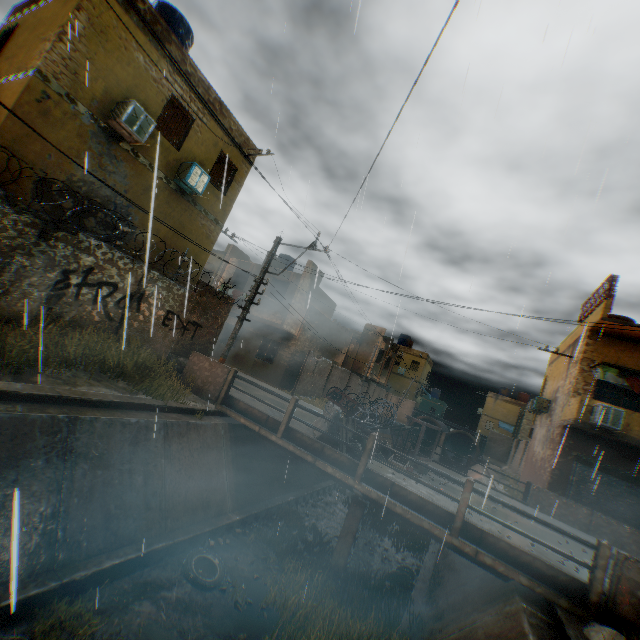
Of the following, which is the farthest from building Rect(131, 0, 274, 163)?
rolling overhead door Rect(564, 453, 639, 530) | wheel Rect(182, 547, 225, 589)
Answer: wheel Rect(182, 547, 225, 589)

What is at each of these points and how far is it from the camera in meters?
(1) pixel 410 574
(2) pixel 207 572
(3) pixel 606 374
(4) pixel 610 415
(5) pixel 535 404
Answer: (1) trash bag, 9.8 m
(2) concrete channel, 7.0 m
(3) dryer, 14.6 m
(4) air conditioner, 12.6 m
(5) air conditioner, 19.6 m

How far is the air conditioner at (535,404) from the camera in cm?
1934

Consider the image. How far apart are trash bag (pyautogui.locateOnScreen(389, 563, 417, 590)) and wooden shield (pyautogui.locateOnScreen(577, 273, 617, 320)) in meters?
13.6

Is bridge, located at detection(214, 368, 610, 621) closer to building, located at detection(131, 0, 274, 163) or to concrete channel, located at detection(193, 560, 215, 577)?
concrete channel, located at detection(193, 560, 215, 577)

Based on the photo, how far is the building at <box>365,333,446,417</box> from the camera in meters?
35.8

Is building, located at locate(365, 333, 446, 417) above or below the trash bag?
above

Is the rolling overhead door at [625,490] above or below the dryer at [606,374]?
below
